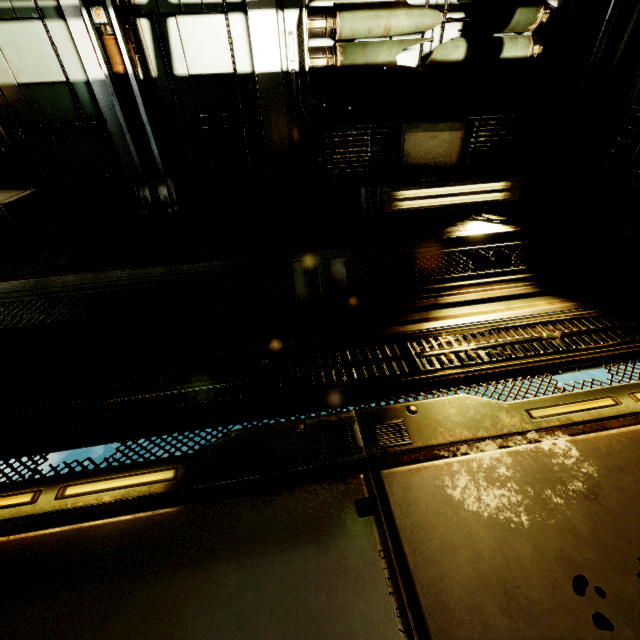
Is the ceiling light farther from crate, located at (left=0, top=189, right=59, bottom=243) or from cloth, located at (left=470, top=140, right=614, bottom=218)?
A: crate, located at (left=0, top=189, right=59, bottom=243)

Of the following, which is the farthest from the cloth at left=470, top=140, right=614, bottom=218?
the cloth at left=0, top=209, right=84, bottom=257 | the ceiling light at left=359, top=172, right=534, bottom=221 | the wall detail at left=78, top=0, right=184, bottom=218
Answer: the cloth at left=0, top=209, right=84, bottom=257

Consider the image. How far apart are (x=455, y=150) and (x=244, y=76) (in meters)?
2.57

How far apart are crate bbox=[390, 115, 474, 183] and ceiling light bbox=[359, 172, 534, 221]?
0.02m

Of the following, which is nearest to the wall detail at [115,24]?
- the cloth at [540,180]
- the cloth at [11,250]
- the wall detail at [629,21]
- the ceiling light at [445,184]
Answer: the cloth at [11,250]

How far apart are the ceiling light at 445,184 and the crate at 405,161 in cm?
2

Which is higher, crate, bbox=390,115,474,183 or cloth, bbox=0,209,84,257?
crate, bbox=390,115,474,183

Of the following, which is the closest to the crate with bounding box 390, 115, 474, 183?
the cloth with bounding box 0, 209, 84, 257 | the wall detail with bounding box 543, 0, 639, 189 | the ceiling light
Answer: the ceiling light
